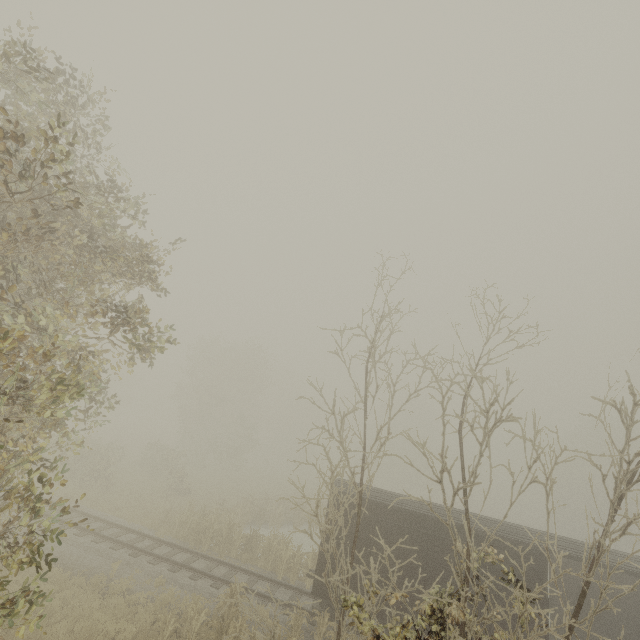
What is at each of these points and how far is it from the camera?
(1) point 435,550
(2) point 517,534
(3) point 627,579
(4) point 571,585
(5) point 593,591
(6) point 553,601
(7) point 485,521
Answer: (1) boxcar, 11.89m
(2) boxcar, 11.95m
(3) boxcar, 13.10m
(4) boxcar, 13.36m
(5) boxcar, 13.18m
(6) boxcar, 13.28m
(7) boxcar, 12.69m

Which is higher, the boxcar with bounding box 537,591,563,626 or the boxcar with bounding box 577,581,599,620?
the boxcar with bounding box 577,581,599,620

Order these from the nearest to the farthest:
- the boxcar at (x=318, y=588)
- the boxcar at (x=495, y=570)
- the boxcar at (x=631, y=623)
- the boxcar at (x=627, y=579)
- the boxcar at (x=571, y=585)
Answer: the boxcar at (x=627, y=579) → the boxcar at (x=495, y=570) → the boxcar at (x=318, y=588) → the boxcar at (x=631, y=623) → the boxcar at (x=571, y=585)

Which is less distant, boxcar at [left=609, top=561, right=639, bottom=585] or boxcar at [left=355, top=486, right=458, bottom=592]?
boxcar at [left=609, top=561, right=639, bottom=585]

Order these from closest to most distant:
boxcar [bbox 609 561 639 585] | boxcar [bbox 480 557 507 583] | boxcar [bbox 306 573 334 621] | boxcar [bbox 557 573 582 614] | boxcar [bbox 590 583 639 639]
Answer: boxcar [bbox 609 561 639 585] → boxcar [bbox 480 557 507 583] → boxcar [bbox 306 573 334 621] → boxcar [bbox 590 583 639 639] → boxcar [bbox 557 573 582 614]

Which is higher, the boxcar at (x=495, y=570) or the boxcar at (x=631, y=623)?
the boxcar at (x=495, y=570)
